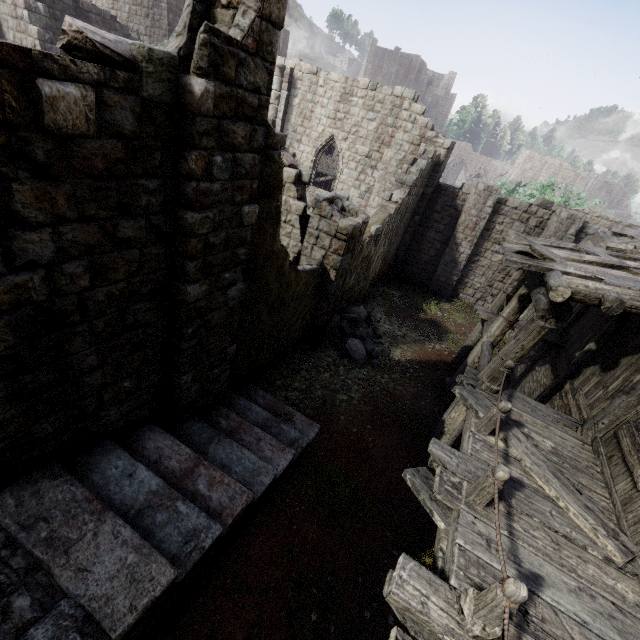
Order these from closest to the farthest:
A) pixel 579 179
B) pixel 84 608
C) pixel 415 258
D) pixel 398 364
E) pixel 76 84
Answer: pixel 76 84 < pixel 84 608 < pixel 398 364 < pixel 415 258 < pixel 579 179

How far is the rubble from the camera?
11.19m

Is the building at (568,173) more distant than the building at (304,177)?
Yes

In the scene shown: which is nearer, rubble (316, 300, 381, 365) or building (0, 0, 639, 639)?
building (0, 0, 639, 639)

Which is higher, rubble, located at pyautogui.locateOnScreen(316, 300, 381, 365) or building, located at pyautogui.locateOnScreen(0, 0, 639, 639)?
building, located at pyautogui.locateOnScreen(0, 0, 639, 639)

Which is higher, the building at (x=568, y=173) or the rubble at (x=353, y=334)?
the building at (x=568, y=173)

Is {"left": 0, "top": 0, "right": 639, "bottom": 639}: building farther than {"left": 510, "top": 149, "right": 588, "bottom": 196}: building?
No
